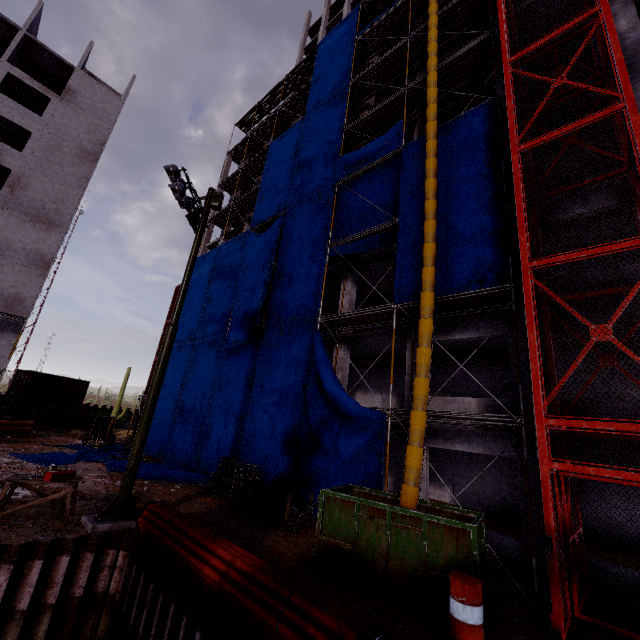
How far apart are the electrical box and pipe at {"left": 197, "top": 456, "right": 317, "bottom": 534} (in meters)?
10.61

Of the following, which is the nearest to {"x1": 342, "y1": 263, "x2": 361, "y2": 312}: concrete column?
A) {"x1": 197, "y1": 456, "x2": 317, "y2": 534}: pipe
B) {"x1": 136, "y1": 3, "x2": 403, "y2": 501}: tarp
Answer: {"x1": 136, "y1": 3, "x2": 403, "y2": 501}: tarp

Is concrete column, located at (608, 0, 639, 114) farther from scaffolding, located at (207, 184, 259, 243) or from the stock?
A: the stock

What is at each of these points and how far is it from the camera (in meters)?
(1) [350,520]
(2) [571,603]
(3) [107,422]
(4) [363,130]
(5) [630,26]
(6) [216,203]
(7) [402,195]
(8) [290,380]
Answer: (1) dumpster, 7.70
(2) construction elevator, 6.85
(3) cabling winch, 23.81
(4) scaffolding, 18.91
(5) concrete column, 11.52
(6) electrical box, 12.23
(7) tarp, 13.95
(8) tarp, 14.93

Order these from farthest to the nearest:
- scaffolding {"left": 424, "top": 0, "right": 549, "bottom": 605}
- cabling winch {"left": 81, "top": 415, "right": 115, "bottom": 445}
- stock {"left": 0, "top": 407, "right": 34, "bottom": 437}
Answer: cabling winch {"left": 81, "top": 415, "right": 115, "bottom": 445} < stock {"left": 0, "top": 407, "right": 34, "bottom": 437} < scaffolding {"left": 424, "top": 0, "right": 549, "bottom": 605}

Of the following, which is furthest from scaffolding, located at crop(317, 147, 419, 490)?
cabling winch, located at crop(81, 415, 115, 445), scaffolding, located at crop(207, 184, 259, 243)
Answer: cabling winch, located at crop(81, 415, 115, 445)

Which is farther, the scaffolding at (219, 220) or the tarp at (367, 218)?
the scaffolding at (219, 220)

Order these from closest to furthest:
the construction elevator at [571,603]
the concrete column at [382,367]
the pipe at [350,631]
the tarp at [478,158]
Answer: the pipe at [350,631]
the construction elevator at [571,603]
the tarp at [478,158]
the concrete column at [382,367]
